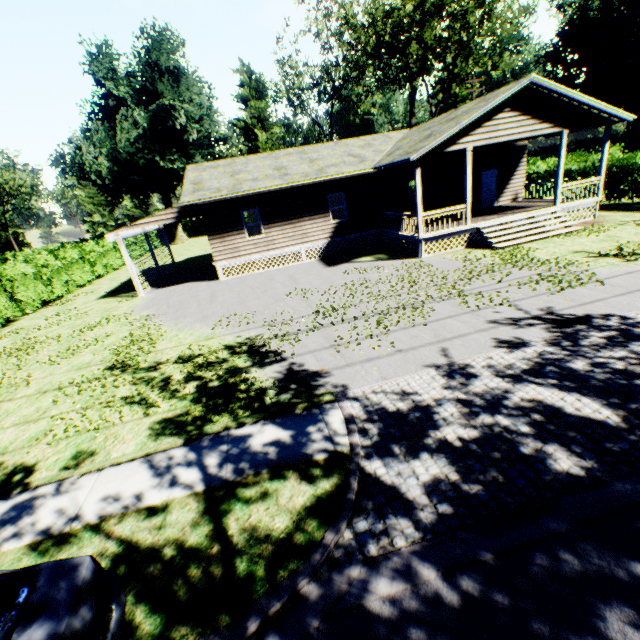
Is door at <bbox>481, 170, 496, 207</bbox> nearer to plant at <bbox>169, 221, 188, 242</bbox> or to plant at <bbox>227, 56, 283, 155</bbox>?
plant at <bbox>227, 56, 283, 155</bbox>

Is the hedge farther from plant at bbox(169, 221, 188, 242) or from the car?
the car

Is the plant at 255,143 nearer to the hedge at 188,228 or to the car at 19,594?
the hedge at 188,228

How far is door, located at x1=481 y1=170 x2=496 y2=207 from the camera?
20.11m

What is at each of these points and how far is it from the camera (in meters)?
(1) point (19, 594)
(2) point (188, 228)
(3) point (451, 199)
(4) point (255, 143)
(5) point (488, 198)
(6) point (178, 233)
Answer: (1) car, 2.68
(2) hedge, 56.75
(3) house, 20.09
(4) plant, 43.03
(5) door, 20.64
(6) plant, 51.25

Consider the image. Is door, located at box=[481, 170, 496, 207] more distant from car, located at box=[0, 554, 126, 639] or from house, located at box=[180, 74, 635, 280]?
car, located at box=[0, 554, 126, 639]

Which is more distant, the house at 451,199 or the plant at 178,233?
the plant at 178,233

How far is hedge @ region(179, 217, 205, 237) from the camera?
56.6m
